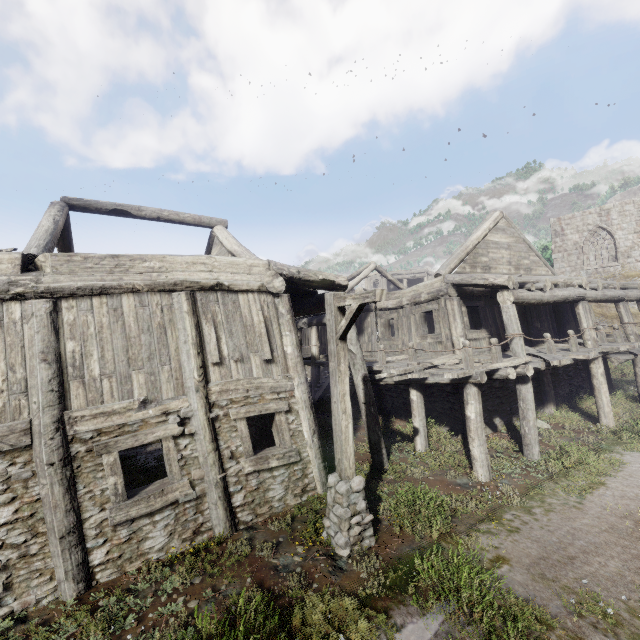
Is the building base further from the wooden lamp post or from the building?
the wooden lamp post

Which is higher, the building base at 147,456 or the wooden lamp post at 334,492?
the wooden lamp post at 334,492

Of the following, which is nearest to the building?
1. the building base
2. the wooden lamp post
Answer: the building base

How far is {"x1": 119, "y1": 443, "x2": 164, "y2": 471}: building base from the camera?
10.91m

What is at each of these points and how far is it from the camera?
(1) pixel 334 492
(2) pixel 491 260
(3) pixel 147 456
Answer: (1) wooden lamp post, 6.1m
(2) building, 13.9m
(3) building base, 12.9m

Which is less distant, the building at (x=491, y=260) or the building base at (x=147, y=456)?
the building at (x=491, y=260)

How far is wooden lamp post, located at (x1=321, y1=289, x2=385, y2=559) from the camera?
5.7 meters
